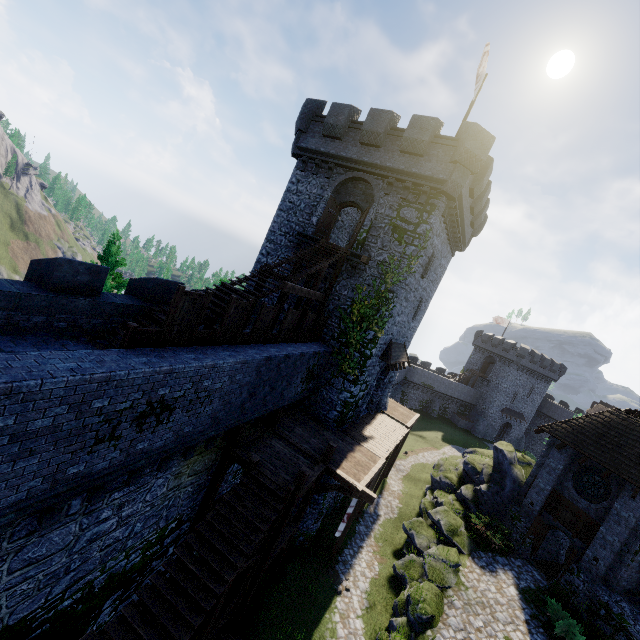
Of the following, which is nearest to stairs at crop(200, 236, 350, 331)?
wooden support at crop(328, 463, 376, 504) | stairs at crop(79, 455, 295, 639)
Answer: stairs at crop(79, 455, 295, 639)

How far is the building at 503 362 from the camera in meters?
54.3

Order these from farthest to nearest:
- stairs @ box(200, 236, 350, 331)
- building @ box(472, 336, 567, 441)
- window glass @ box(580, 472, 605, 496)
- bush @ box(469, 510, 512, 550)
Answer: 1. building @ box(472, 336, 567, 441)
2. bush @ box(469, 510, 512, 550)
3. window glass @ box(580, 472, 605, 496)
4. stairs @ box(200, 236, 350, 331)

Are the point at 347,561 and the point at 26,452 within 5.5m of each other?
no

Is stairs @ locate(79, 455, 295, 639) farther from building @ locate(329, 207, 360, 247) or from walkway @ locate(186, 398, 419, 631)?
building @ locate(329, 207, 360, 247)

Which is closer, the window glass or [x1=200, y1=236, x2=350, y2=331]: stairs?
[x1=200, y1=236, x2=350, y2=331]: stairs

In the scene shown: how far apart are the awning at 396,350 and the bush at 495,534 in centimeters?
973cm

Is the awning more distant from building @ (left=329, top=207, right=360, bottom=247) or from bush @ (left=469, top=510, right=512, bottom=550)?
bush @ (left=469, top=510, right=512, bottom=550)
